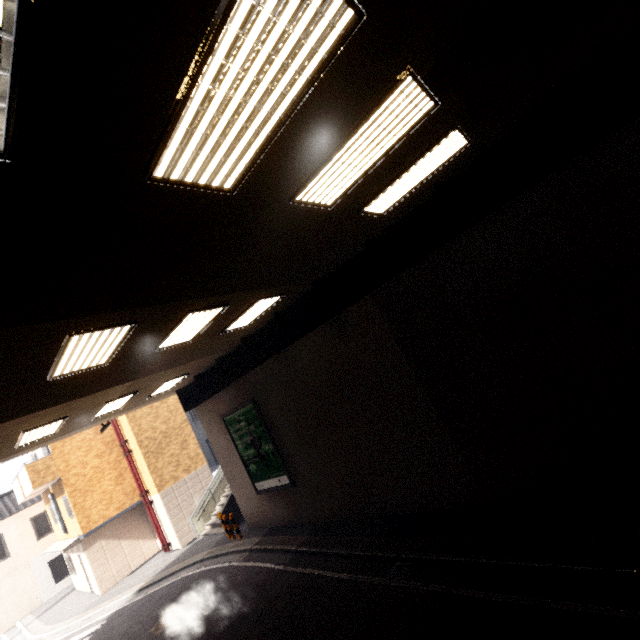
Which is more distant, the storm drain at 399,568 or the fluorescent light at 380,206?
the storm drain at 399,568

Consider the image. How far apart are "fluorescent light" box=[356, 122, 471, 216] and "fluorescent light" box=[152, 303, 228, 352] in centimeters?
340cm

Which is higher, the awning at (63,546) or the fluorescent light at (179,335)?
the fluorescent light at (179,335)

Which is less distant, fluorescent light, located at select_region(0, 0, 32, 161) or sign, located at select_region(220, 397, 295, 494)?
fluorescent light, located at select_region(0, 0, 32, 161)

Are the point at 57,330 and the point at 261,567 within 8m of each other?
no

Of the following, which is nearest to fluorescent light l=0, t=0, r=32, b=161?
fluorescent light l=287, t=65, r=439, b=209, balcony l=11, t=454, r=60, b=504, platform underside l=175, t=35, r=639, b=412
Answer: fluorescent light l=287, t=65, r=439, b=209

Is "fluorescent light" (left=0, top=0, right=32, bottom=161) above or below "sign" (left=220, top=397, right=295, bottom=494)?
above

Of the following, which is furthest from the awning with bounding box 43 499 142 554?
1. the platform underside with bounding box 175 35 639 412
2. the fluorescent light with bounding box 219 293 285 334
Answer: the fluorescent light with bounding box 219 293 285 334
